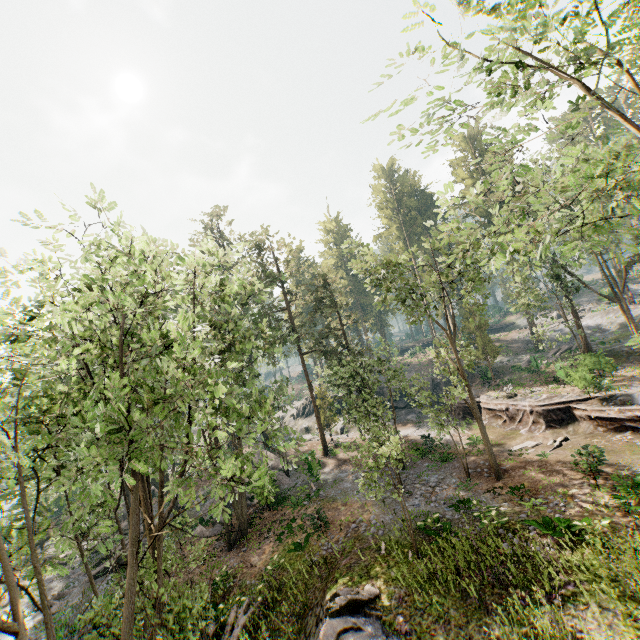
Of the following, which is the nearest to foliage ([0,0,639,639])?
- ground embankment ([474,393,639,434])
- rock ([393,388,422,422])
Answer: ground embankment ([474,393,639,434])

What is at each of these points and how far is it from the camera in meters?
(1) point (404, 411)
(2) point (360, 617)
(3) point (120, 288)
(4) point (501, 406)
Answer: (1) rock, 40.0
(2) rock, 10.4
(3) foliage, 8.7
(4) ground embankment, 27.8

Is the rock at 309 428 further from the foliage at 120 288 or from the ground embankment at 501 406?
the foliage at 120 288

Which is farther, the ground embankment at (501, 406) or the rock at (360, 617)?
the ground embankment at (501, 406)

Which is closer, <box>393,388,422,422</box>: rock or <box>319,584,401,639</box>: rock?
<box>319,584,401,639</box>: rock

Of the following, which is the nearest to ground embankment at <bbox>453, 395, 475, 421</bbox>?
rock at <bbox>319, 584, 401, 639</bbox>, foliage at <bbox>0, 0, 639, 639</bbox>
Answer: foliage at <bbox>0, 0, 639, 639</bbox>

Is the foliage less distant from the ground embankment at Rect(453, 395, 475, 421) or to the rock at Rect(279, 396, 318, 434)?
the ground embankment at Rect(453, 395, 475, 421)

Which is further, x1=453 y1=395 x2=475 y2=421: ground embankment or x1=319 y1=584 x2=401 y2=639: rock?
x1=453 y1=395 x2=475 y2=421: ground embankment
